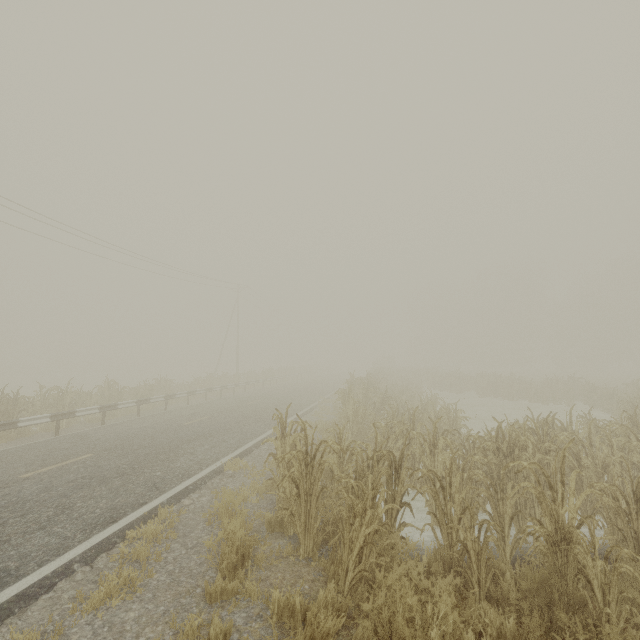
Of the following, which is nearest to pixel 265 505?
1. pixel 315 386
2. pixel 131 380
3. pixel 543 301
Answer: pixel 315 386
